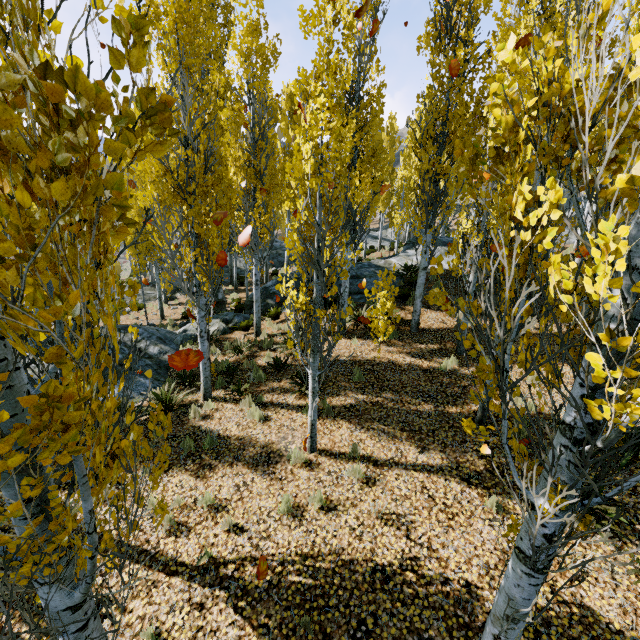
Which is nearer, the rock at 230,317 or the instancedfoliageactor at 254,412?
the instancedfoliageactor at 254,412

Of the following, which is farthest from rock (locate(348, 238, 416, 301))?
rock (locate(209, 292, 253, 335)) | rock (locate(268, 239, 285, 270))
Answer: rock (locate(268, 239, 285, 270))

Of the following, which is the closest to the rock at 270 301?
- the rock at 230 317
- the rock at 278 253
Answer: the rock at 230 317

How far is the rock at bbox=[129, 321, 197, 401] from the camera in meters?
10.0

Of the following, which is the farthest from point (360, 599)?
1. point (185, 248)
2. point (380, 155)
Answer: point (380, 155)

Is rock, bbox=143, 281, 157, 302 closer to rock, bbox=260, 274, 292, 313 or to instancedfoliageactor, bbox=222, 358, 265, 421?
instancedfoliageactor, bbox=222, 358, 265, 421
